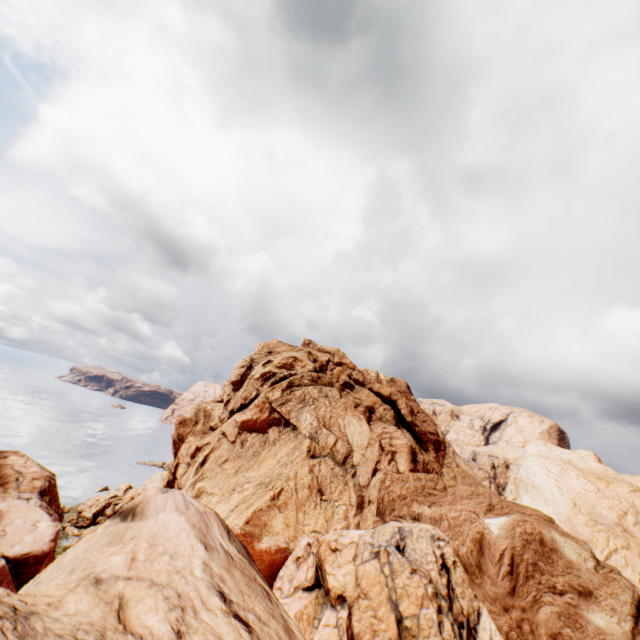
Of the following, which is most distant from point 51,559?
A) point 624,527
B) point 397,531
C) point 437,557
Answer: point 624,527
